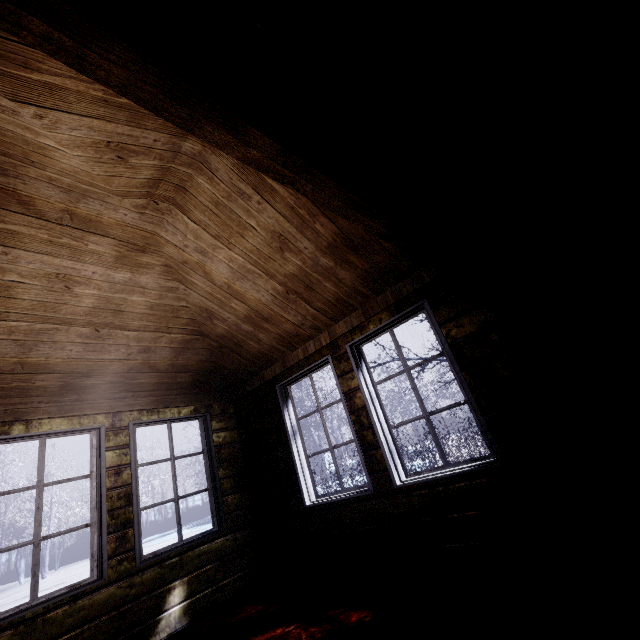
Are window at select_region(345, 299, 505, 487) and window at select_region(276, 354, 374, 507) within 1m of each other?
yes

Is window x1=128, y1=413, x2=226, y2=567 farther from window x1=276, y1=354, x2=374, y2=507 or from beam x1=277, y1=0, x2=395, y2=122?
beam x1=277, y1=0, x2=395, y2=122

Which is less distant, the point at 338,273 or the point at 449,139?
the point at 449,139

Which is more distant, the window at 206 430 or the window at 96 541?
the window at 206 430

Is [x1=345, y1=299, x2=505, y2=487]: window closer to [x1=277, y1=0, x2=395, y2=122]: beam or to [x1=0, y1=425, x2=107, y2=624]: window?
[x1=277, y1=0, x2=395, y2=122]: beam

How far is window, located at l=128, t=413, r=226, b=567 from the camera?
3.0m

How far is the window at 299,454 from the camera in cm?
294
